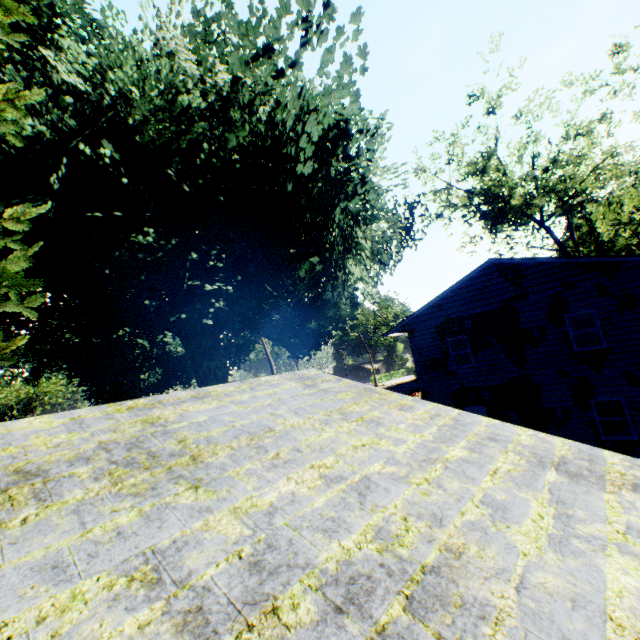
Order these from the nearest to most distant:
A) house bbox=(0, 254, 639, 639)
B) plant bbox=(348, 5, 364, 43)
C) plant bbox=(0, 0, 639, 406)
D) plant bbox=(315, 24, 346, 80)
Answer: house bbox=(0, 254, 639, 639), plant bbox=(0, 0, 639, 406), plant bbox=(348, 5, 364, 43), plant bbox=(315, 24, 346, 80)

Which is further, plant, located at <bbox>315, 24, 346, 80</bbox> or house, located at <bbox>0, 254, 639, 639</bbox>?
plant, located at <bbox>315, 24, 346, 80</bbox>

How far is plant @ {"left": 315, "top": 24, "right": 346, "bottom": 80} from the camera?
10.0m

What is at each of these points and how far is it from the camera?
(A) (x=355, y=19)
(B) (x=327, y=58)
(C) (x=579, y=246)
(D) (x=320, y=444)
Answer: (A) plant, 9.6 meters
(B) plant, 10.4 meters
(C) plant, 34.7 meters
(D) house, 3.0 meters

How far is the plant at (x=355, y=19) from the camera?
9.38m

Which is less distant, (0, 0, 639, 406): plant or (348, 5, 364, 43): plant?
(0, 0, 639, 406): plant

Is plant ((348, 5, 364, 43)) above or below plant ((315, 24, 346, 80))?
above

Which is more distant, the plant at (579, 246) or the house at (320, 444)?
the plant at (579, 246)
